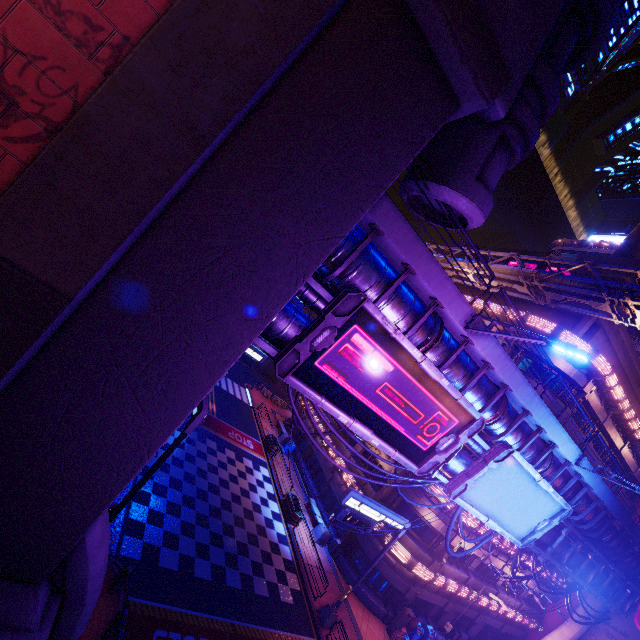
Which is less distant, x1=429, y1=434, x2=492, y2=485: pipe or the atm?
x1=429, y1=434, x2=492, y2=485: pipe

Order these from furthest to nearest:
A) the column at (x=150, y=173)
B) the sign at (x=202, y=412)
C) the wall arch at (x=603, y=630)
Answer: the wall arch at (x=603, y=630) → the sign at (x=202, y=412) → the column at (x=150, y=173)

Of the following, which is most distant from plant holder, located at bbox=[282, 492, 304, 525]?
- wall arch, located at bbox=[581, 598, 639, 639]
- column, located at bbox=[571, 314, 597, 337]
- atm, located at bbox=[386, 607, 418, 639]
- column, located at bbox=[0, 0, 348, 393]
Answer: wall arch, located at bbox=[581, 598, 639, 639]

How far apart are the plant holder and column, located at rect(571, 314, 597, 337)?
23.81m

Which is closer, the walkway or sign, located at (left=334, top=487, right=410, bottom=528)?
the walkway

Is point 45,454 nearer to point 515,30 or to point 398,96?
point 398,96

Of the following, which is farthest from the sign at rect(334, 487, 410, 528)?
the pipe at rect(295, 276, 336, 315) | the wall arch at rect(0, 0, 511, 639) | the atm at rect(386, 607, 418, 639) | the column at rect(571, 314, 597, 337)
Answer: the column at rect(571, 314, 597, 337)

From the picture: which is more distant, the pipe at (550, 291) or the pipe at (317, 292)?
the pipe at (550, 291)
